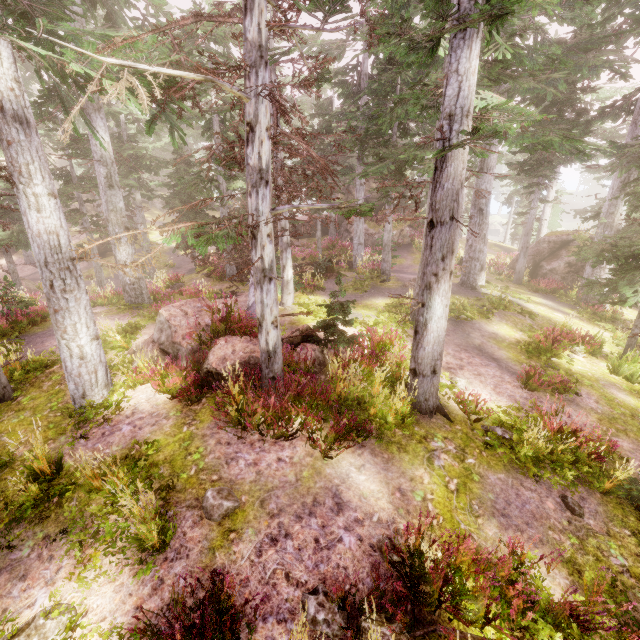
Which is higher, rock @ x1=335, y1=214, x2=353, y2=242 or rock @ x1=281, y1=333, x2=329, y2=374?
rock @ x1=335, y1=214, x2=353, y2=242

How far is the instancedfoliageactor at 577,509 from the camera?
5.7 meters

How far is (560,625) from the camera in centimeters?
378cm

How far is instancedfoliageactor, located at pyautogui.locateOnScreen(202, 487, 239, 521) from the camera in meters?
4.6 m

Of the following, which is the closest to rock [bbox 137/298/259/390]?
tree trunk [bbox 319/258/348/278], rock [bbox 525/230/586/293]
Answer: tree trunk [bbox 319/258/348/278]

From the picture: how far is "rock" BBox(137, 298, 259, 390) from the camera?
7.45m

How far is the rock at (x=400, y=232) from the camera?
28.99m

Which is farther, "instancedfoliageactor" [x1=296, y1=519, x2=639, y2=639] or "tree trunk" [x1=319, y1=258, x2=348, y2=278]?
"tree trunk" [x1=319, y1=258, x2=348, y2=278]
